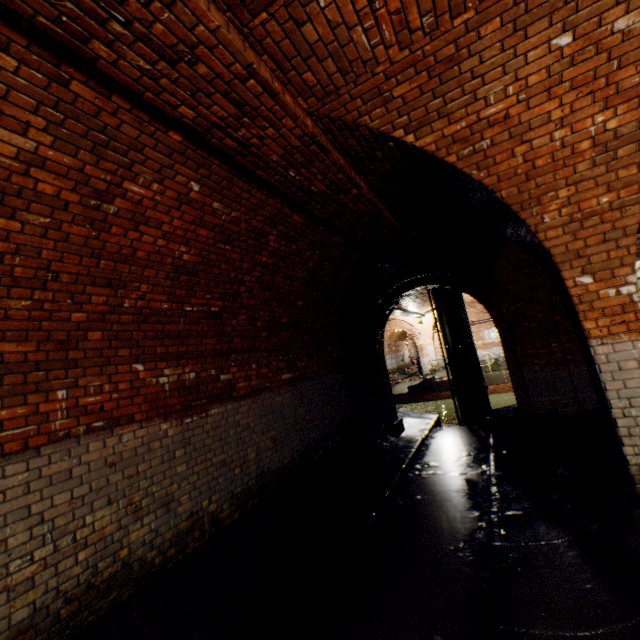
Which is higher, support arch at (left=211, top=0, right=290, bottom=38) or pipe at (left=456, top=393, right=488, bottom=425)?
support arch at (left=211, top=0, right=290, bottom=38)

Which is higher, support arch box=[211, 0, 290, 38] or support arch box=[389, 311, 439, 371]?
support arch box=[211, 0, 290, 38]

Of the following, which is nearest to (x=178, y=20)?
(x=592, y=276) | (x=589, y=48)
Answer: (x=589, y=48)

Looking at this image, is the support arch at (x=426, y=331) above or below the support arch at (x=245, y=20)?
below

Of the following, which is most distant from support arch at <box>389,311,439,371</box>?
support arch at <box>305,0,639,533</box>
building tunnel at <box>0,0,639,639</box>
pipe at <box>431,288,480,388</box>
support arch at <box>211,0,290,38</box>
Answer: support arch at <box>211,0,290,38</box>

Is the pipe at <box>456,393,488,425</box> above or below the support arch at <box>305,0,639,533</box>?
below

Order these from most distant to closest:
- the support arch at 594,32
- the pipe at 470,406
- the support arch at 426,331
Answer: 1. the support arch at 426,331
2. the pipe at 470,406
3. the support arch at 594,32

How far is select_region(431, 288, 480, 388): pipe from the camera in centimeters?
1193cm
